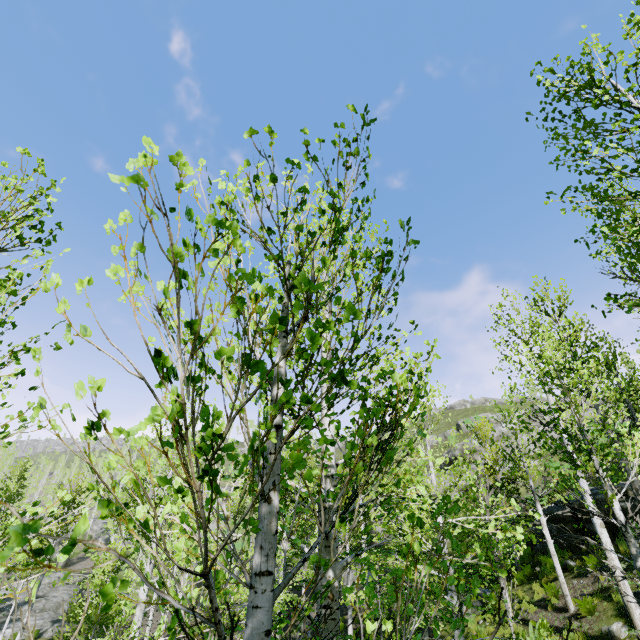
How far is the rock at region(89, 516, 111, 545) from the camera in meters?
46.8

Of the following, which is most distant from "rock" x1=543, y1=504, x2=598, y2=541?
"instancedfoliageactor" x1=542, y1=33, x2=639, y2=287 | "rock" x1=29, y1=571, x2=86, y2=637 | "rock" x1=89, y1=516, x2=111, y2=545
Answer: "rock" x1=89, y1=516, x2=111, y2=545

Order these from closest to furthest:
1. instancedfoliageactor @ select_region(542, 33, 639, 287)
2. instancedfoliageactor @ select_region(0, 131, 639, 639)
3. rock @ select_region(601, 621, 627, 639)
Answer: instancedfoliageactor @ select_region(0, 131, 639, 639) < instancedfoliageactor @ select_region(542, 33, 639, 287) < rock @ select_region(601, 621, 627, 639)

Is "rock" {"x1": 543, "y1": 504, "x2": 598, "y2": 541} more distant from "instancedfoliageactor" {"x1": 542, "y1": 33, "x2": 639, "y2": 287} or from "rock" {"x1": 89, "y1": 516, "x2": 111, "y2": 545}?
"rock" {"x1": 89, "y1": 516, "x2": 111, "y2": 545}

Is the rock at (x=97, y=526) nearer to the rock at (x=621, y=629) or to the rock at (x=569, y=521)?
the rock at (x=569, y=521)

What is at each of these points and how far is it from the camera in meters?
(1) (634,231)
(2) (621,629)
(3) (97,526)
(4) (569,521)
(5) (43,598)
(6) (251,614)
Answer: (1) instancedfoliageactor, 3.2 m
(2) rock, 8.2 m
(3) rock, 52.0 m
(4) rock, 14.1 m
(5) rock, 25.3 m
(6) instancedfoliageactor, 1.3 m

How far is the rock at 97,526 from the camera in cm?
4681

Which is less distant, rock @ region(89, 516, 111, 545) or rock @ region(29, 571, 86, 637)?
rock @ region(29, 571, 86, 637)
